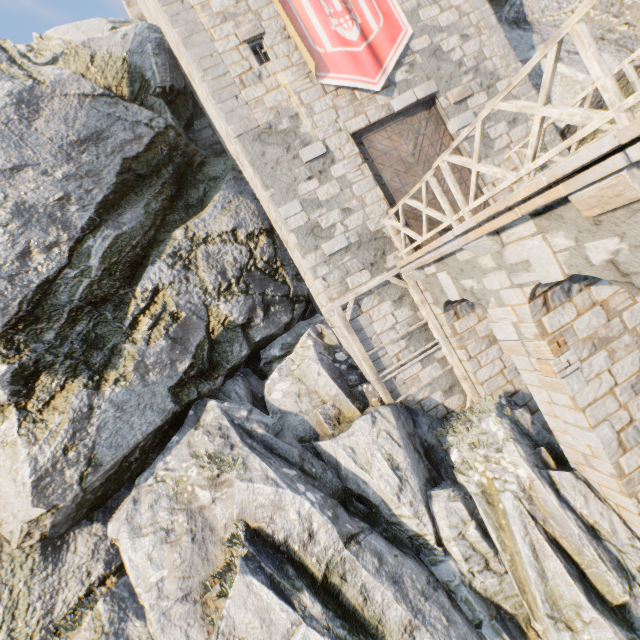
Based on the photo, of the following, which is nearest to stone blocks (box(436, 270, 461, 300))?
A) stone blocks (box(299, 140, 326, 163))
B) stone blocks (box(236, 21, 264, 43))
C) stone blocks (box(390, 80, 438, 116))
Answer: stone blocks (box(299, 140, 326, 163))

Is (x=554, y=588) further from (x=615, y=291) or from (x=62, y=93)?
(x=62, y=93)

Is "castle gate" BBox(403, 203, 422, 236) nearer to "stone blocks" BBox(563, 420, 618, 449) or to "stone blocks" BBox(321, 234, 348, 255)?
"stone blocks" BBox(321, 234, 348, 255)

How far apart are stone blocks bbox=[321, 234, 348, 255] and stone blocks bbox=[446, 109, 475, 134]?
A: 4.76m

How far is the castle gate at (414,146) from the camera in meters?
9.5 m

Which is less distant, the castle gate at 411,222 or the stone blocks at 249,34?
the stone blocks at 249,34

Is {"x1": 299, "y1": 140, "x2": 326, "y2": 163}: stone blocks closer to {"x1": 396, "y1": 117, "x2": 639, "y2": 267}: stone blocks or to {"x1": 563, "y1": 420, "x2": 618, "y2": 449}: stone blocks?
{"x1": 396, "y1": 117, "x2": 639, "y2": 267}: stone blocks

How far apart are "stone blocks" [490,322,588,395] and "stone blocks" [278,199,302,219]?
5.6m
